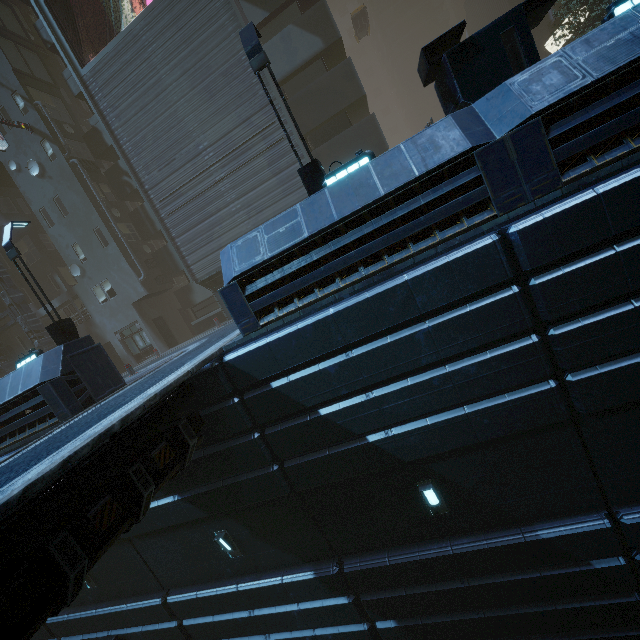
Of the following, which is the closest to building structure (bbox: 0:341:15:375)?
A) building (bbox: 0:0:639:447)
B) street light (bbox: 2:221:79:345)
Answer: building (bbox: 0:0:639:447)

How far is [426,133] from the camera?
5.9 meters

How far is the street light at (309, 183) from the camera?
7.88m

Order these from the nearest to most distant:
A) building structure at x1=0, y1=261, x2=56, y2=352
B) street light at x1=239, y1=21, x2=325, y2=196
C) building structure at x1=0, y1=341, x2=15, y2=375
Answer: street light at x1=239, y1=21, x2=325, y2=196 → building structure at x1=0, y1=261, x2=56, y2=352 → building structure at x1=0, y1=341, x2=15, y2=375

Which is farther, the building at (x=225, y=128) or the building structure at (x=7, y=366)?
the building structure at (x=7, y=366)

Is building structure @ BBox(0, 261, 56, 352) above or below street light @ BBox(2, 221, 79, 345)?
above

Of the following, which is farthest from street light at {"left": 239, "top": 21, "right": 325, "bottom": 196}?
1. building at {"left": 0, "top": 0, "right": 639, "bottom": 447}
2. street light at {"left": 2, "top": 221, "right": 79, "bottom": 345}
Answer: street light at {"left": 2, "top": 221, "right": 79, "bottom": 345}

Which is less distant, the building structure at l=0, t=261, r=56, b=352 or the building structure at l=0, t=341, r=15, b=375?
the building structure at l=0, t=261, r=56, b=352
